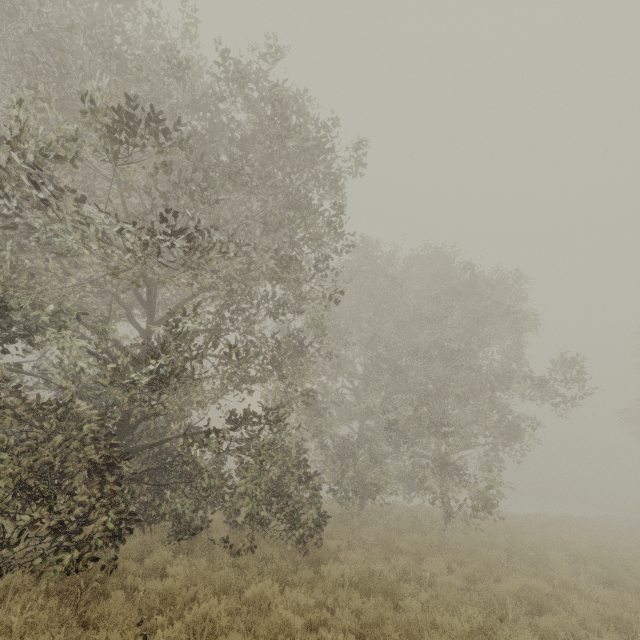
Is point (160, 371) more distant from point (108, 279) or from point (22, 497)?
point (108, 279)
